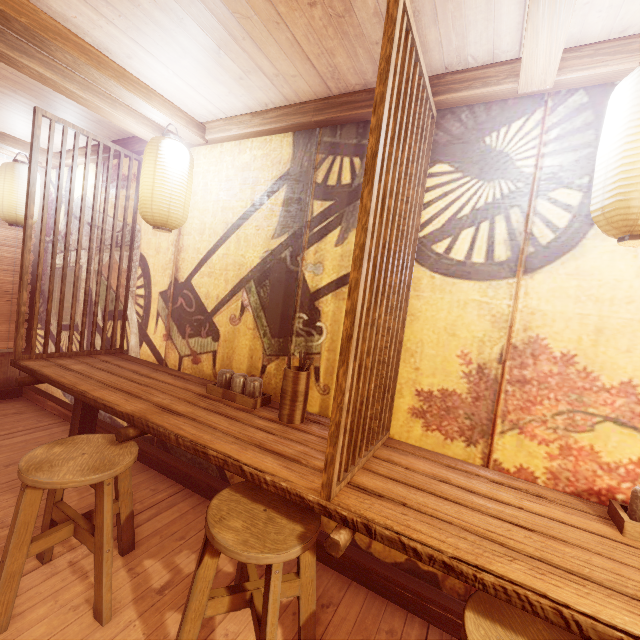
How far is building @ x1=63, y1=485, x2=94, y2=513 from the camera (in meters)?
4.09

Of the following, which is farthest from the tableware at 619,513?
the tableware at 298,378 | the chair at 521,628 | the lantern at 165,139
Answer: the lantern at 165,139

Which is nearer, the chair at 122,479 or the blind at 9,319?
the chair at 122,479

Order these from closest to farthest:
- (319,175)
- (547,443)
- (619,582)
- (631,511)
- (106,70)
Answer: (619,582) < (631,511) < (547,443) < (106,70) < (319,175)

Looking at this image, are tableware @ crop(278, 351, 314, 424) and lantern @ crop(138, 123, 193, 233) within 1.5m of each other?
no

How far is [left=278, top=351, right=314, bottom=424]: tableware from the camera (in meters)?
3.49

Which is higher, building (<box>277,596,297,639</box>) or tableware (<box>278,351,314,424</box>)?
tableware (<box>278,351,314,424</box>)
